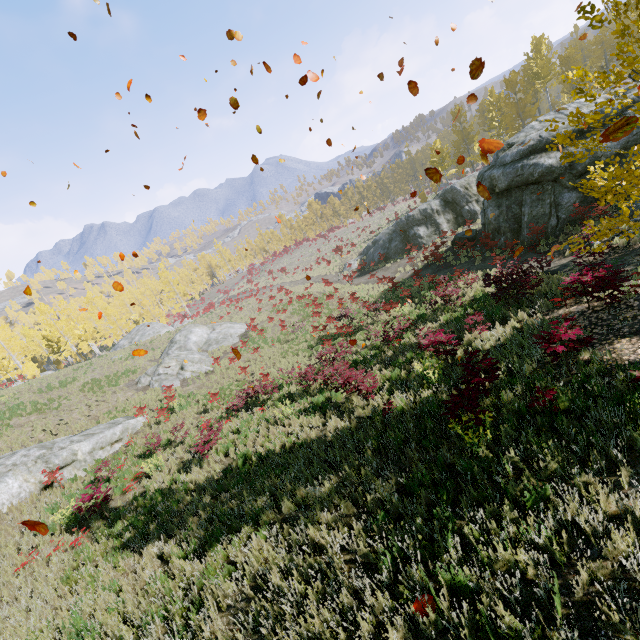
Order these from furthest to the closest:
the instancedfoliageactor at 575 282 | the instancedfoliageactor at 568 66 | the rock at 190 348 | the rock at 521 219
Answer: the rock at 190 348 → the rock at 521 219 → the instancedfoliageactor at 575 282 → the instancedfoliageactor at 568 66

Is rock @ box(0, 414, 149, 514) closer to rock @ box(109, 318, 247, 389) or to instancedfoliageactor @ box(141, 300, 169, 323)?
instancedfoliageactor @ box(141, 300, 169, 323)

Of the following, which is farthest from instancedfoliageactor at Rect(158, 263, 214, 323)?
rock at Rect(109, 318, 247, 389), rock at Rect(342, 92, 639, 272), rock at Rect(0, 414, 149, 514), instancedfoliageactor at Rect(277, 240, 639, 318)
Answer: rock at Rect(109, 318, 247, 389)

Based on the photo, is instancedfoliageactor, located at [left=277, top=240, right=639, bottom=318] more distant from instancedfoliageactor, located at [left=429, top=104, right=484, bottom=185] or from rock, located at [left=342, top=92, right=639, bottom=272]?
rock, located at [left=342, top=92, right=639, bottom=272]

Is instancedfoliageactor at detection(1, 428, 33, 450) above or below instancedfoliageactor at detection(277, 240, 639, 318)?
above

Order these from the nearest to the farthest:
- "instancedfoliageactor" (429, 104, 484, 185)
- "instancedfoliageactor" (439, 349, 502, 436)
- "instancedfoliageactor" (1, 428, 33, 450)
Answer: "instancedfoliageactor" (439, 349, 502, 436)
"instancedfoliageactor" (1, 428, 33, 450)
"instancedfoliageactor" (429, 104, 484, 185)

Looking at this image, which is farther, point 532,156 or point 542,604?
point 532,156

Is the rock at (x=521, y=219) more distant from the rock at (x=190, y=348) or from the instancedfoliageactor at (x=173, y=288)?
the rock at (x=190, y=348)
